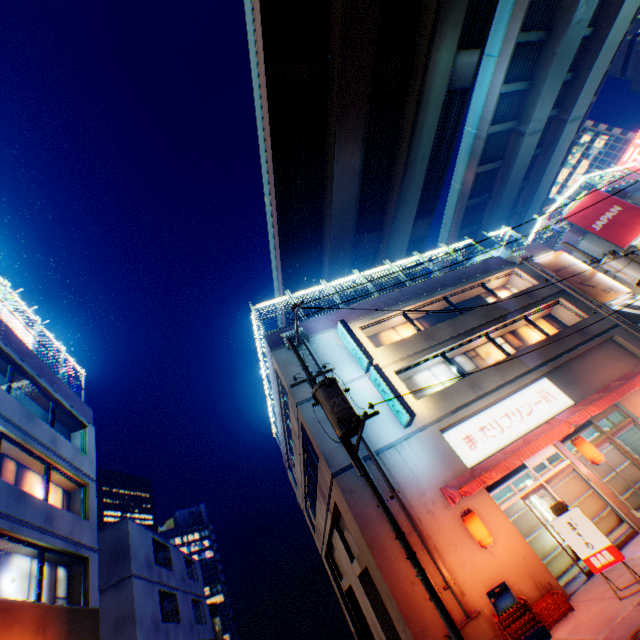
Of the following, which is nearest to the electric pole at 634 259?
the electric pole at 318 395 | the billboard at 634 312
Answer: the billboard at 634 312

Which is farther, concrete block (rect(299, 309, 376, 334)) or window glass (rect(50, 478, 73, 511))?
concrete block (rect(299, 309, 376, 334))

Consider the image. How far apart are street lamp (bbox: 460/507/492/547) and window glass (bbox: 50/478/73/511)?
14.4 meters

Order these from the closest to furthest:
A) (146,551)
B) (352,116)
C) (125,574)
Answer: (125,574), (146,551), (352,116)

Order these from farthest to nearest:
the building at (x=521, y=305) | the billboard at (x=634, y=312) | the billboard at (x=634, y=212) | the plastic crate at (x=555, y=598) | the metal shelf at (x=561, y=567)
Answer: the billboard at (x=634, y=212)
the billboard at (x=634, y=312)
the building at (x=521, y=305)
the metal shelf at (x=561, y=567)
the plastic crate at (x=555, y=598)

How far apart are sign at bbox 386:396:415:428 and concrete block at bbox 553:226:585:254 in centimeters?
1916cm

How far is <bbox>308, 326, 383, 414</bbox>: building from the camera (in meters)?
13.00

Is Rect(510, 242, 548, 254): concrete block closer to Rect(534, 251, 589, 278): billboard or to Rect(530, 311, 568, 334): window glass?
Rect(534, 251, 589, 278): billboard
